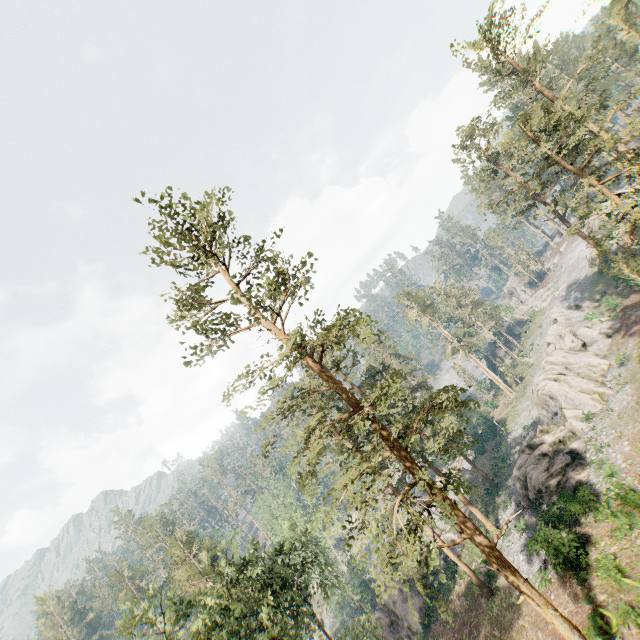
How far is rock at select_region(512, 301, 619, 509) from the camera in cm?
2666

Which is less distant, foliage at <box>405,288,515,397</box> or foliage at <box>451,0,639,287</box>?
foliage at <box>451,0,639,287</box>

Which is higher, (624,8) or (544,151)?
(624,8)

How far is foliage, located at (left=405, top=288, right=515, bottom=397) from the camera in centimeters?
5694cm

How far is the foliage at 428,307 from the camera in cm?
5694

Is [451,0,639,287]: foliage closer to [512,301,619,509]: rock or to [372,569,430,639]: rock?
[372,569,430,639]: rock

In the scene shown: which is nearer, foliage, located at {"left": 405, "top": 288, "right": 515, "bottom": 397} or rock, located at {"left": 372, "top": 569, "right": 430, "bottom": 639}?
rock, located at {"left": 372, "top": 569, "right": 430, "bottom": 639}

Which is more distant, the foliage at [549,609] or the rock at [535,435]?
the rock at [535,435]
